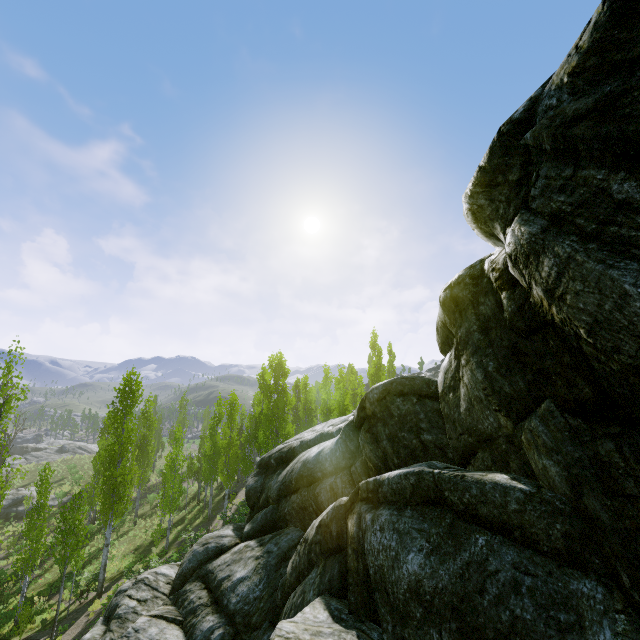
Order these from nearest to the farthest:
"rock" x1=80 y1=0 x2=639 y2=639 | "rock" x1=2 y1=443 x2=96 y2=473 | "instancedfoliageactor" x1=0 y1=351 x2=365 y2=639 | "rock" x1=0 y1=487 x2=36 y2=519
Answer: "rock" x1=80 y1=0 x2=639 y2=639 → "instancedfoliageactor" x1=0 y1=351 x2=365 y2=639 → "rock" x1=0 y1=487 x2=36 y2=519 → "rock" x1=2 y1=443 x2=96 y2=473

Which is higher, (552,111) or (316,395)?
(552,111)

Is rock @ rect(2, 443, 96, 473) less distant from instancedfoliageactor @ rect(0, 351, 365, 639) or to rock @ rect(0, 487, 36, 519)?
instancedfoliageactor @ rect(0, 351, 365, 639)

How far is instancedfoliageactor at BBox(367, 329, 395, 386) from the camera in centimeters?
3330cm

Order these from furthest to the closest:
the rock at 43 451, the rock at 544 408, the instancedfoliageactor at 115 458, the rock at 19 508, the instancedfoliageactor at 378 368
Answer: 1. the rock at 43 451
2. the rock at 19 508
3. the instancedfoliageactor at 378 368
4. the instancedfoliageactor at 115 458
5. the rock at 544 408

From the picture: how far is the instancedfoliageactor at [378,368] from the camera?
33.30m

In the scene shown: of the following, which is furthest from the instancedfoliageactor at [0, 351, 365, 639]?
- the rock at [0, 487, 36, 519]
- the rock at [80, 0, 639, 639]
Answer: the rock at [0, 487, 36, 519]
